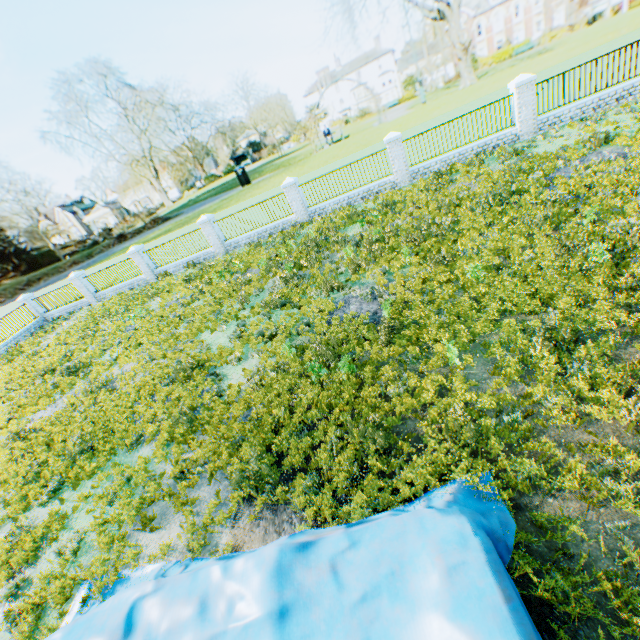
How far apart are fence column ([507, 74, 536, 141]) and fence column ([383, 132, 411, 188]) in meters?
4.8 m

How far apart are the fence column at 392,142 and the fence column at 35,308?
27.2m

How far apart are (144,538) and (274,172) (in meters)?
63.07

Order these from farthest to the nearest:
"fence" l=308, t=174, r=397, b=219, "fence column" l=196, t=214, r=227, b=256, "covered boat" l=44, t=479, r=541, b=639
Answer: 1. "fence column" l=196, t=214, r=227, b=256
2. "fence" l=308, t=174, r=397, b=219
3. "covered boat" l=44, t=479, r=541, b=639

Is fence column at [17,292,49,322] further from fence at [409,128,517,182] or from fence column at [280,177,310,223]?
fence at [409,128,517,182]

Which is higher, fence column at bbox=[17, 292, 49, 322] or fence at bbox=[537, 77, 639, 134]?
fence column at bbox=[17, 292, 49, 322]

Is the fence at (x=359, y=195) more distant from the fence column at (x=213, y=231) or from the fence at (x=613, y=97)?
the fence at (x=613, y=97)

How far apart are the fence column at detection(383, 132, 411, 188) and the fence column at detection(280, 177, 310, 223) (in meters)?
4.74
